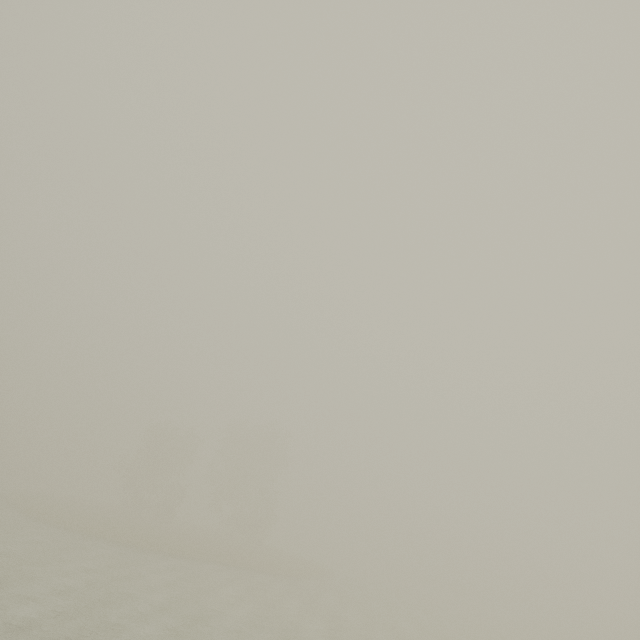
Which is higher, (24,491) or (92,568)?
(24,491)
